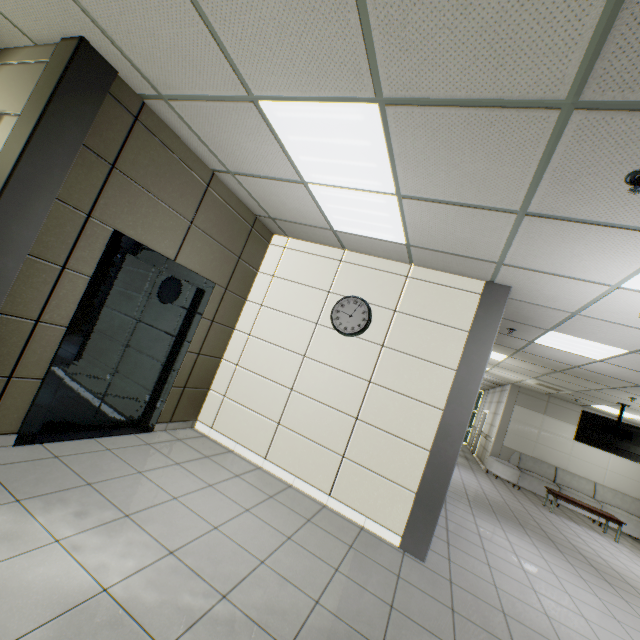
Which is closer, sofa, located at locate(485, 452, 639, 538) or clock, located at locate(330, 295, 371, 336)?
clock, located at locate(330, 295, 371, 336)

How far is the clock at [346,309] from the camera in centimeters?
433cm

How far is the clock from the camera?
4.33m

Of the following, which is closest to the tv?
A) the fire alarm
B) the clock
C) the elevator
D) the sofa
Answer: the sofa

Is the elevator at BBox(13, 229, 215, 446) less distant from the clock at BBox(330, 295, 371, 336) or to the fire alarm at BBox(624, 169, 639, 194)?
the clock at BBox(330, 295, 371, 336)

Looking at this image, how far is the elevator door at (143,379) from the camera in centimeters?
325cm

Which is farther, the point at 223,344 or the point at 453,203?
the point at 223,344

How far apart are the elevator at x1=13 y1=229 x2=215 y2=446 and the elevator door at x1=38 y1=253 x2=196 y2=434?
0.0m
